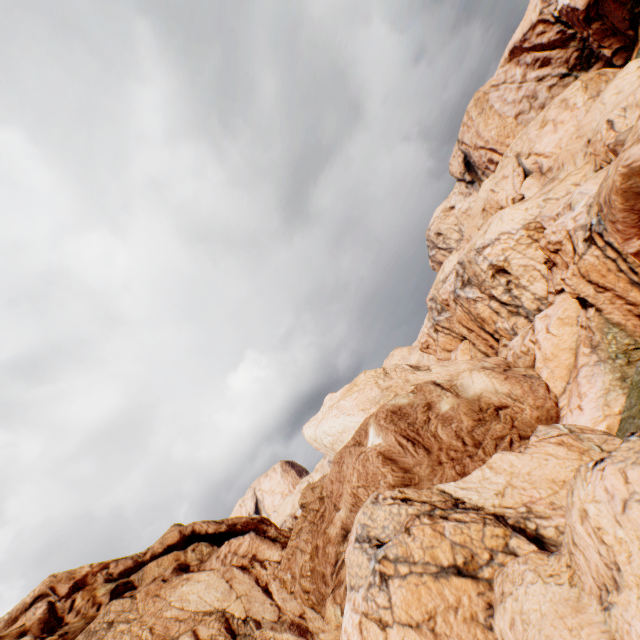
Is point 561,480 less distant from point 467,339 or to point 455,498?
point 455,498
